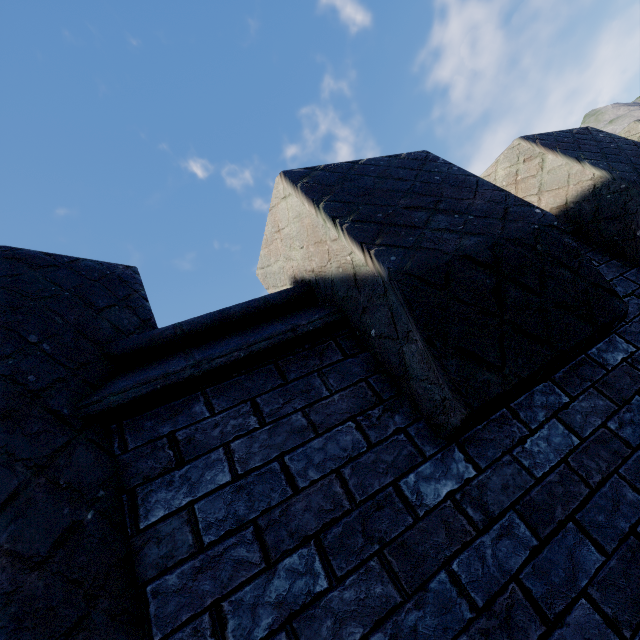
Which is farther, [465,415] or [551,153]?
[551,153]
